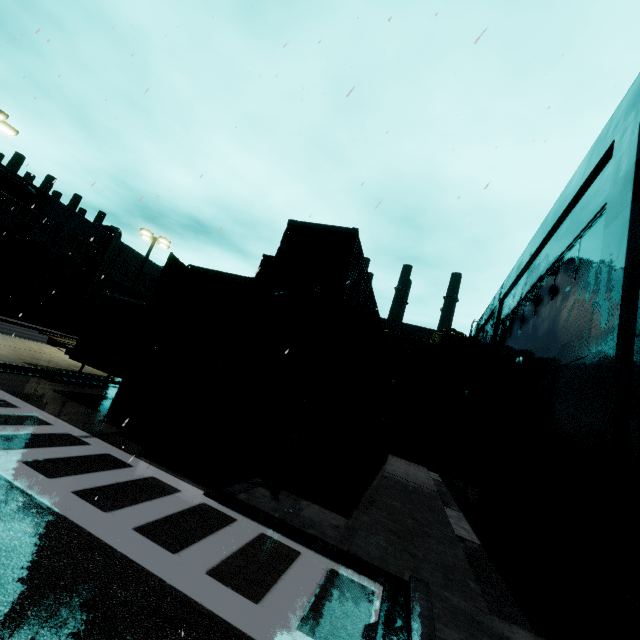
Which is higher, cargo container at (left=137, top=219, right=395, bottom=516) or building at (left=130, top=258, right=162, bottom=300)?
building at (left=130, top=258, right=162, bottom=300)

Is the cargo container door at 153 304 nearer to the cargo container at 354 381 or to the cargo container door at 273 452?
the cargo container at 354 381

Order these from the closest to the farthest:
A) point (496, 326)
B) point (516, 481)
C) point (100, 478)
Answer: point (100, 478)
point (516, 481)
point (496, 326)

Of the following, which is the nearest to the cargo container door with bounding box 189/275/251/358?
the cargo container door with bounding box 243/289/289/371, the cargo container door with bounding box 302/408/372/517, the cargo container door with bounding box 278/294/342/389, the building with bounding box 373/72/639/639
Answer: the cargo container door with bounding box 243/289/289/371

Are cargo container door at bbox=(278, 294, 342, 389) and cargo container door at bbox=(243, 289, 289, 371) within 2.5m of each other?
yes

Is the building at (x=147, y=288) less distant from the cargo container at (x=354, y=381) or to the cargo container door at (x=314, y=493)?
the cargo container at (x=354, y=381)

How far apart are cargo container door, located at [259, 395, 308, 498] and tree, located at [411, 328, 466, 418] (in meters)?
19.85

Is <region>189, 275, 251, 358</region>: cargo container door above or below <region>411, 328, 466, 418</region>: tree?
below
